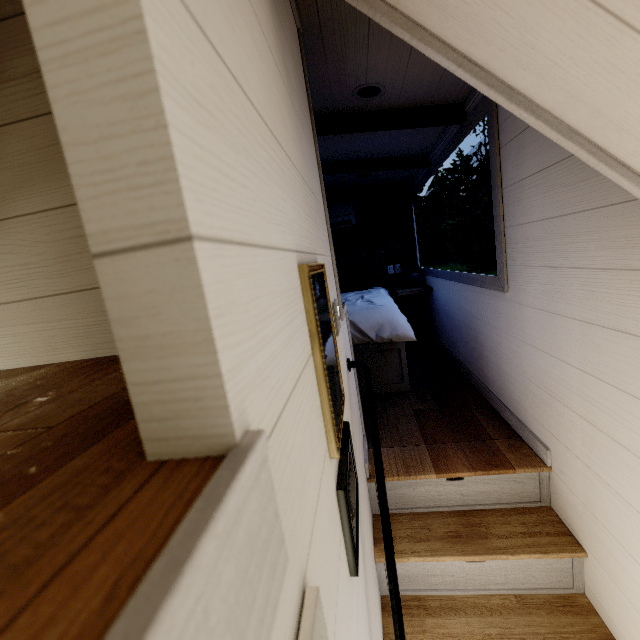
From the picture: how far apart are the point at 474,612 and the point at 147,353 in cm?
212

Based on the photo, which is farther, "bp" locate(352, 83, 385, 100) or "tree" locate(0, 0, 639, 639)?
"bp" locate(352, 83, 385, 100)

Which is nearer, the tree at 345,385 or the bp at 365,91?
the tree at 345,385

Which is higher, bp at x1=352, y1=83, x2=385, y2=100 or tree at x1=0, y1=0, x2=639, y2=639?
bp at x1=352, y1=83, x2=385, y2=100

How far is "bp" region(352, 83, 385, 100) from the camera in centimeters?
196cm

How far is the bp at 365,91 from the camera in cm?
196
